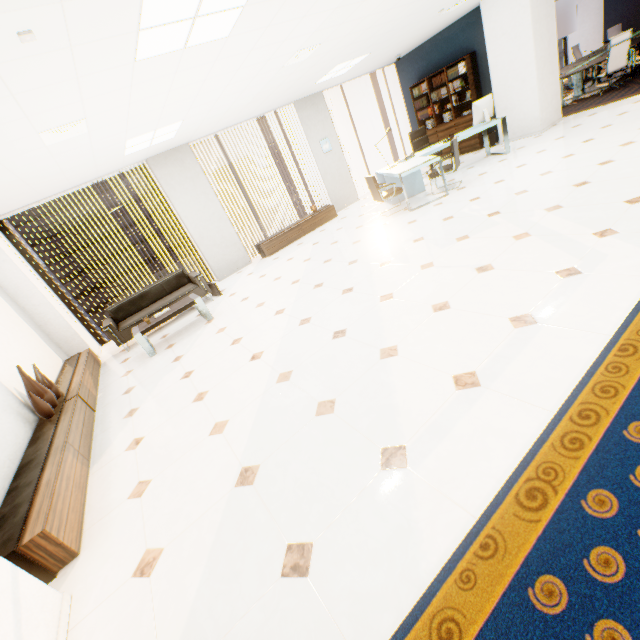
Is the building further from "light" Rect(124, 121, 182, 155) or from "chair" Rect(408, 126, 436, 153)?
"chair" Rect(408, 126, 436, 153)

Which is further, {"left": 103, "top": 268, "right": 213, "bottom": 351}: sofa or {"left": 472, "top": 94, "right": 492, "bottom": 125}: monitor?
{"left": 472, "top": 94, "right": 492, "bottom": 125}: monitor

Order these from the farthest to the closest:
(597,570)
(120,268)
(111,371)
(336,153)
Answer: (120,268)
(336,153)
(111,371)
(597,570)

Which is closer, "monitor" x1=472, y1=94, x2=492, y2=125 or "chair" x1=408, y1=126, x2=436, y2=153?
"monitor" x1=472, y1=94, x2=492, y2=125

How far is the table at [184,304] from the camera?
5.2 meters

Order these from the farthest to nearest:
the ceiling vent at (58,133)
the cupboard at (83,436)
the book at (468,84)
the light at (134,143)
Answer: the book at (468,84), the light at (134,143), the ceiling vent at (58,133), the cupboard at (83,436)

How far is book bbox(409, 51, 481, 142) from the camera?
8.1m

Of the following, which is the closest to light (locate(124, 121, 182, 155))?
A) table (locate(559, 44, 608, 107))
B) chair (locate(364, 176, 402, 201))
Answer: chair (locate(364, 176, 402, 201))
